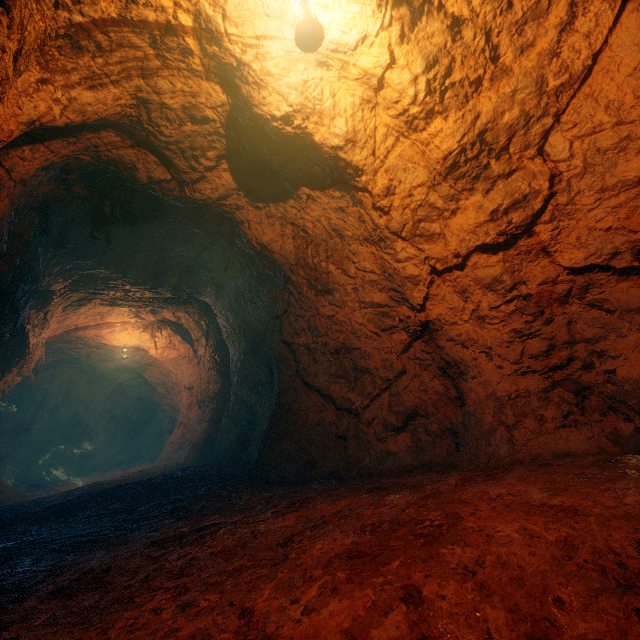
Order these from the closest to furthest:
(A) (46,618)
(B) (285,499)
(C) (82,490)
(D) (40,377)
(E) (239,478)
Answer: (A) (46,618), (B) (285,499), (E) (239,478), (C) (82,490), (D) (40,377)
